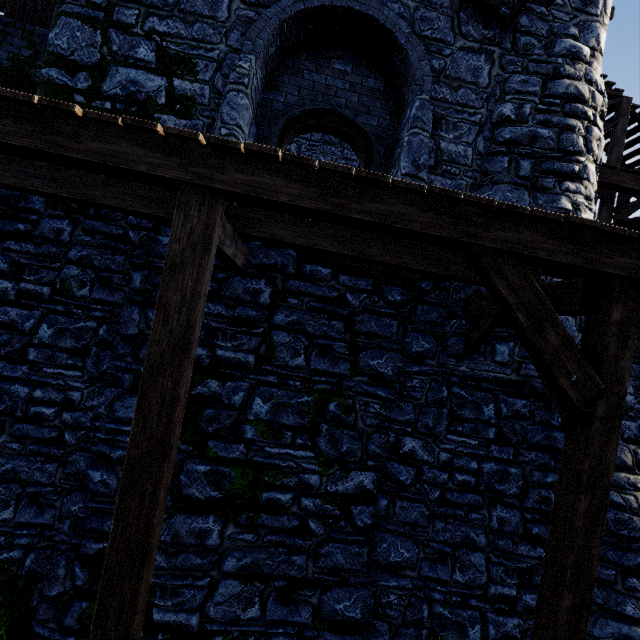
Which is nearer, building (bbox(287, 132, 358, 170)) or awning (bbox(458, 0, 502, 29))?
awning (bbox(458, 0, 502, 29))

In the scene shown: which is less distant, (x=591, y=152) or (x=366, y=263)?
(x=366, y=263)

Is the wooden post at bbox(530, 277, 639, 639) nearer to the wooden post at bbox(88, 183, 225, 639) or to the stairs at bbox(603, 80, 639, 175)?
the wooden post at bbox(88, 183, 225, 639)

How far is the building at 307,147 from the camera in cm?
1358

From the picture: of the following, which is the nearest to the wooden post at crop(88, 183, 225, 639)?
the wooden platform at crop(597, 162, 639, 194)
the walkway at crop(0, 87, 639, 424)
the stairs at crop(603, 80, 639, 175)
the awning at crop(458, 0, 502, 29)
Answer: the walkway at crop(0, 87, 639, 424)

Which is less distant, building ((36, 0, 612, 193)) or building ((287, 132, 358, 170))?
building ((36, 0, 612, 193))

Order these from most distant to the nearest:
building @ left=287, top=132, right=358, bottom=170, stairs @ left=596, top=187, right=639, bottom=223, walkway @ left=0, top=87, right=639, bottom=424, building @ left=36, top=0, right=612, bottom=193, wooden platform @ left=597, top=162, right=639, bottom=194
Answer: building @ left=287, top=132, right=358, bottom=170 → stairs @ left=596, top=187, right=639, bottom=223 → wooden platform @ left=597, top=162, right=639, bottom=194 → building @ left=36, top=0, right=612, bottom=193 → walkway @ left=0, top=87, right=639, bottom=424

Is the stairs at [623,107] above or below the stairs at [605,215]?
above
